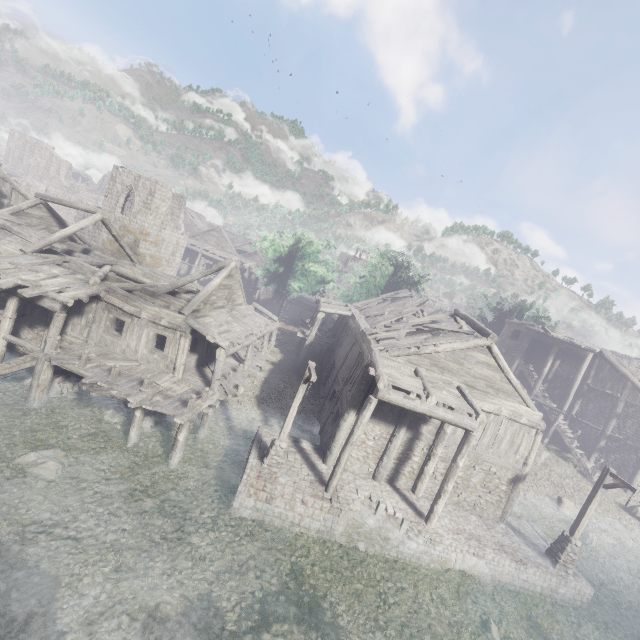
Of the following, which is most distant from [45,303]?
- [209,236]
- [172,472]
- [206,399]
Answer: [209,236]

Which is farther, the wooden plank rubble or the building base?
the wooden plank rubble

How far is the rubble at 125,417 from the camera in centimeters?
1511cm

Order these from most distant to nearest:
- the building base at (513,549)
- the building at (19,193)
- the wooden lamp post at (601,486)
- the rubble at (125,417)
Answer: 1. the rubble at (125,417)
2. the building at (19,193)
3. the wooden lamp post at (601,486)
4. the building base at (513,549)

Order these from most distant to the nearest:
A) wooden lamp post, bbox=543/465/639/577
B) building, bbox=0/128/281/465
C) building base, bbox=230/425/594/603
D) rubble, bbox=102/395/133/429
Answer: rubble, bbox=102/395/133/429 → building, bbox=0/128/281/465 → wooden lamp post, bbox=543/465/639/577 → building base, bbox=230/425/594/603

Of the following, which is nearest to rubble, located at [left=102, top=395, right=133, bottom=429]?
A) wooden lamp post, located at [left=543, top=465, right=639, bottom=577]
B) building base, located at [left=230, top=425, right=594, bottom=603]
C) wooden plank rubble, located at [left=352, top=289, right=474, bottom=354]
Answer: building base, located at [left=230, top=425, right=594, bottom=603]

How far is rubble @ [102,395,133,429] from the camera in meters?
15.1 m

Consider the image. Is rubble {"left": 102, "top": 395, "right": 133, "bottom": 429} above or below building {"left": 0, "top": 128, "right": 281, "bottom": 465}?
below
